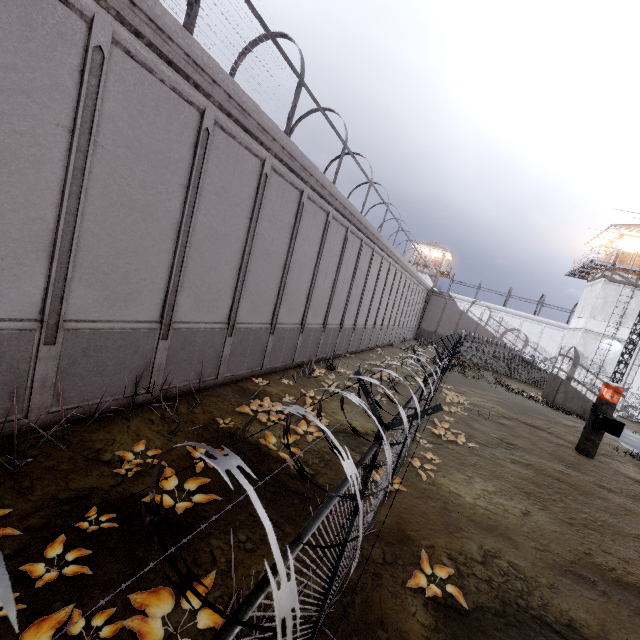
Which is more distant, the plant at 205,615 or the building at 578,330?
the building at 578,330

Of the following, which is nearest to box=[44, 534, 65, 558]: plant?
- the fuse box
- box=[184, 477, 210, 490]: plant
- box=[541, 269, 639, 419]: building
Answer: box=[184, 477, 210, 490]: plant

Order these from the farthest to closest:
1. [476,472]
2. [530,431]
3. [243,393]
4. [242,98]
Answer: [530,431] < [243,393] < [476,472] < [242,98]

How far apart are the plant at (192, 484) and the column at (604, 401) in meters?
18.0 m

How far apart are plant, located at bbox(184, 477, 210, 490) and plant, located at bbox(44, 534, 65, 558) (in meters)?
1.58

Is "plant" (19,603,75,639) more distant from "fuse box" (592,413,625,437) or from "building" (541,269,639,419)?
"building" (541,269,639,419)

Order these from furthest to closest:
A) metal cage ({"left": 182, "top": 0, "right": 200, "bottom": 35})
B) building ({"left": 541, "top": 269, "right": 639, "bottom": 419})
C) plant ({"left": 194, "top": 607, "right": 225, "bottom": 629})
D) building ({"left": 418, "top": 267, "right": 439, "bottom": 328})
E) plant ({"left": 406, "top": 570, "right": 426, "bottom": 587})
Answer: building ({"left": 418, "top": 267, "right": 439, "bottom": 328})
building ({"left": 541, "top": 269, "right": 639, "bottom": 419})
metal cage ({"left": 182, "top": 0, "right": 200, "bottom": 35})
plant ({"left": 406, "top": 570, "right": 426, "bottom": 587})
plant ({"left": 194, "top": 607, "right": 225, "bottom": 629})

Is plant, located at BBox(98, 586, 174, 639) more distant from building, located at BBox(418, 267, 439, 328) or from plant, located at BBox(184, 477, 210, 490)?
building, located at BBox(418, 267, 439, 328)
